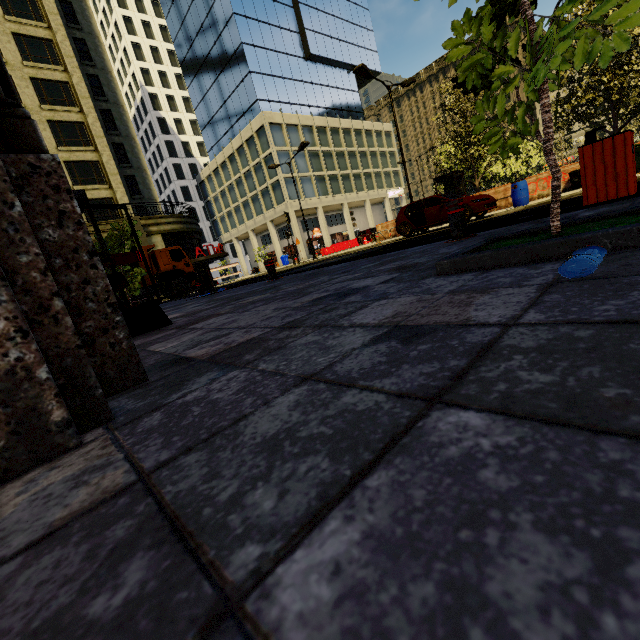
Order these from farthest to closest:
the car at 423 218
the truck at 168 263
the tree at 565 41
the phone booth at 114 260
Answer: the truck at 168 263
the car at 423 218
the phone booth at 114 260
the tree at 565 41

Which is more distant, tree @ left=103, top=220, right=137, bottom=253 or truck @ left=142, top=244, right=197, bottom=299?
truck @ left=142, top=244, right=197, bottom=299

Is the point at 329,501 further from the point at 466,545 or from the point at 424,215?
the point at 424,215

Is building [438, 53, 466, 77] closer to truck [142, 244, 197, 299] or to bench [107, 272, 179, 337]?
truck [142, 244, 197, 299]

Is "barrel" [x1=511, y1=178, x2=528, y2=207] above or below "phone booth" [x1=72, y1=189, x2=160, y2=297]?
below

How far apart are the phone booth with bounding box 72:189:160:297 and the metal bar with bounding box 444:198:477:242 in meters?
6.2 m

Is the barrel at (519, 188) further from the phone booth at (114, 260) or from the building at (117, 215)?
the building at (117, 215)

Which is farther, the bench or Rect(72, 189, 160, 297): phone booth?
Rect(72, 189, 160, 297): phone booth
